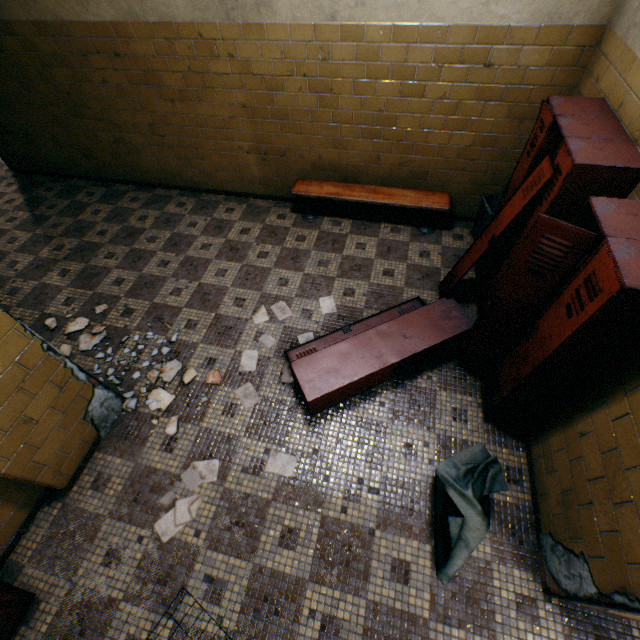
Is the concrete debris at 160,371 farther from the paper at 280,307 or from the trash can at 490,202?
the trash can at 490,202

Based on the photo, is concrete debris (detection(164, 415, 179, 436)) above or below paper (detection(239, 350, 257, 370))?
above

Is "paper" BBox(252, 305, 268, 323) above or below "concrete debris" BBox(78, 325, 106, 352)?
below

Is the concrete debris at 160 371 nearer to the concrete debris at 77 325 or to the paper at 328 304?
the concrete debris at 77 325

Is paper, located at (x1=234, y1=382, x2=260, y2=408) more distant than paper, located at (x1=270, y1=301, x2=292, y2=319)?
No

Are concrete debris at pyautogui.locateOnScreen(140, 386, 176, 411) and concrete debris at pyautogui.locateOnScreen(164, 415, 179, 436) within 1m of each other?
yes

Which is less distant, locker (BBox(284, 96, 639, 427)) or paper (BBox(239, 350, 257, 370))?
locker (BBox(284, 96, 639, 427))

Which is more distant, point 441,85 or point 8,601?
point 441,85
